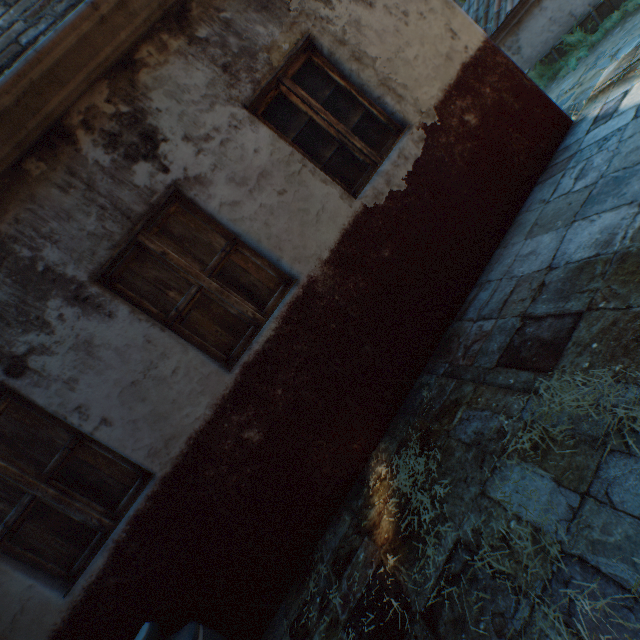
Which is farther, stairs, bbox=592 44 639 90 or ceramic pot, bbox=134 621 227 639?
stairs, bbox=592 44 639 90

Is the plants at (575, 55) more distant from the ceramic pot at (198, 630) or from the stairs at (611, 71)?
the ceramic pot at (198, 630)

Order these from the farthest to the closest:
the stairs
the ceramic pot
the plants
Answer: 1. the plants
2. the stairs
3. the ceramic pot

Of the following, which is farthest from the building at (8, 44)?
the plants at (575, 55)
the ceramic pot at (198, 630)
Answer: the plants at (575, 55)

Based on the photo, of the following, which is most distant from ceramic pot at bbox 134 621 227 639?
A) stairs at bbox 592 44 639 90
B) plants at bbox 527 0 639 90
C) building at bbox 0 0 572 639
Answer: plants at bbox 527 0 639 90

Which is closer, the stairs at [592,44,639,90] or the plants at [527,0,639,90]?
the stairs at [592,44,639,90]

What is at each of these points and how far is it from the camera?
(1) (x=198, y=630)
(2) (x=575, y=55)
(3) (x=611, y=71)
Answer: (1) ceramic pot, 2.3 meters
(2) plants, 8.0 meters
(3) stairs, 3.7 meters
